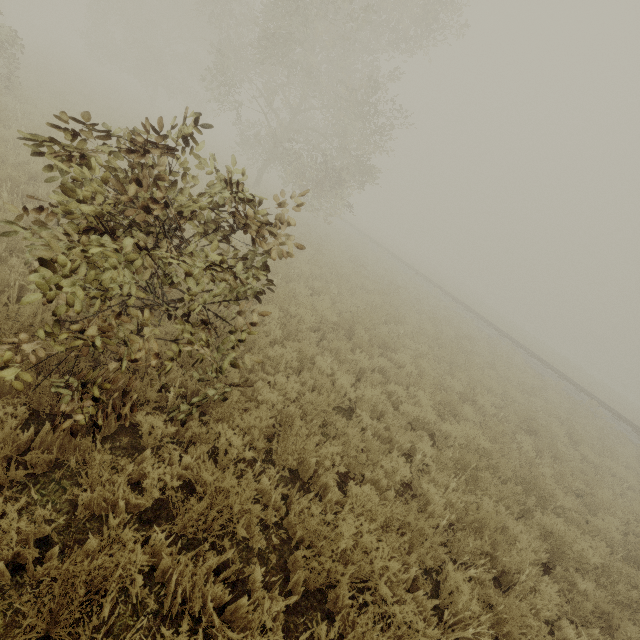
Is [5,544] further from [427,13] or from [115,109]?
[115,109]
